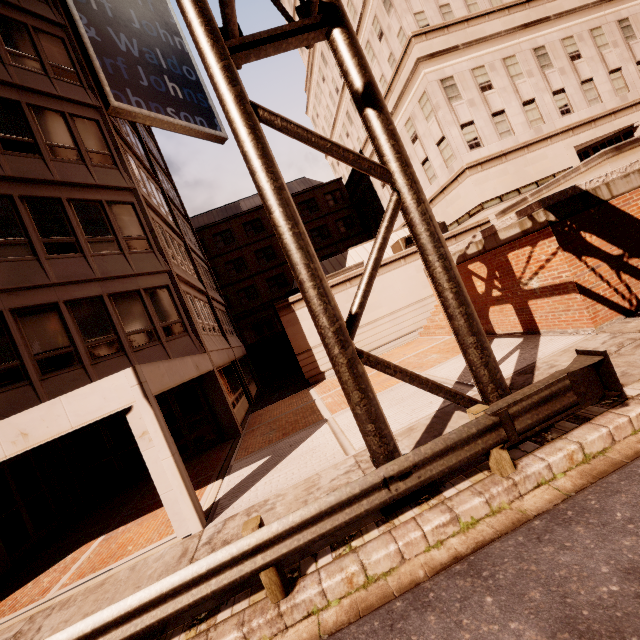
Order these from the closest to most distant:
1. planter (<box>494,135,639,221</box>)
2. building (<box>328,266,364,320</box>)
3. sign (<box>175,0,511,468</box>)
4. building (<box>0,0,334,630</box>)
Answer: sign (<box>175,0,511,468</box>) → building (<box>0,0,334,630</box>) → planter (<box>494,135,639,221</box>) → building (<box>328,266,364,320</box>)

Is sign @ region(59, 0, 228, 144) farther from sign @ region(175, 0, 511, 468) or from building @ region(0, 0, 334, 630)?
sign @ region(175, 0, 511, 468)

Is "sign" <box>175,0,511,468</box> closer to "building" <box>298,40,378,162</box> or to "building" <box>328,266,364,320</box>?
"building" <box>328,266,364,320</box>

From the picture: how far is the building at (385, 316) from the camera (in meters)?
18.30

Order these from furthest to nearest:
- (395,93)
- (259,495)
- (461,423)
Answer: (395,93)
(259,495)
(461,423)

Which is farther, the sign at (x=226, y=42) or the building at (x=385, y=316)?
the building at (x=385, y=316)

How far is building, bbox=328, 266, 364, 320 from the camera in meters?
18.1

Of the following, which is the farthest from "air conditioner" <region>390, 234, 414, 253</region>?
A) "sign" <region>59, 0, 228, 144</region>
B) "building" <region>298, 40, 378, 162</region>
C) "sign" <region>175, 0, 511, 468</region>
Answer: "sign" <region>175, 0, 511, 468</region>
